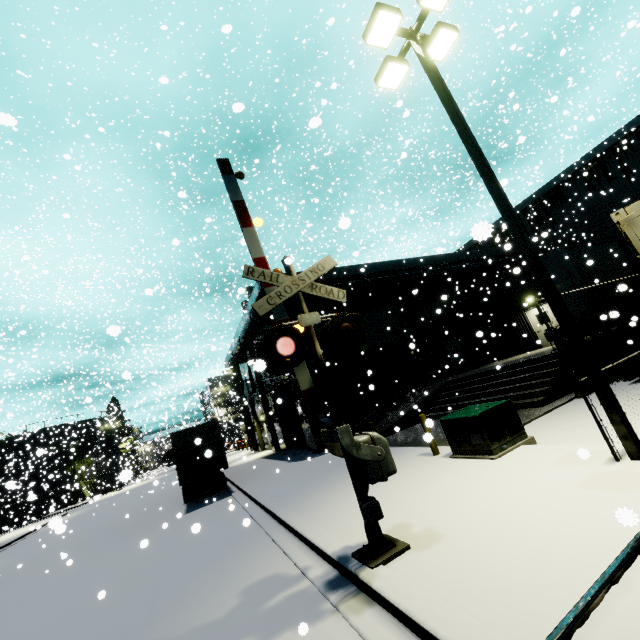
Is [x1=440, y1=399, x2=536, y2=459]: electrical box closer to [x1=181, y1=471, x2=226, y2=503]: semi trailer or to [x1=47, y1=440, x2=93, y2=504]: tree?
[x1=181, y1=471, x2=226, y2=503]: semi trailer

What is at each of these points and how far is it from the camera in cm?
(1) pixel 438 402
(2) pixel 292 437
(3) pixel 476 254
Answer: (1) building, 1719
(2) roll-up door, 2369
(3) building, 2739

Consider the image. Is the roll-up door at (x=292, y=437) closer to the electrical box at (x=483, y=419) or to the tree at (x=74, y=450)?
the tree at (x=74, y=450)

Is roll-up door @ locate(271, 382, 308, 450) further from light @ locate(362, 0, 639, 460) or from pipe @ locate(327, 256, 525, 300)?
light @ locate(362, 0, 639, 460)

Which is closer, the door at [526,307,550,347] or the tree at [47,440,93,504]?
the door at [526,307,550,347]

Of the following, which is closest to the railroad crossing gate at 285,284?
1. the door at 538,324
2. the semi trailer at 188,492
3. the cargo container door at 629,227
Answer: the cargo container door at 629,227

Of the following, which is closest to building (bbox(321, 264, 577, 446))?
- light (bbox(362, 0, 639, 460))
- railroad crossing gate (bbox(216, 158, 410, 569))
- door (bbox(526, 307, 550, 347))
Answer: door (bbox(526, 307, 550, 347))

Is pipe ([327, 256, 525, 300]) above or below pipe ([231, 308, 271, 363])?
above
